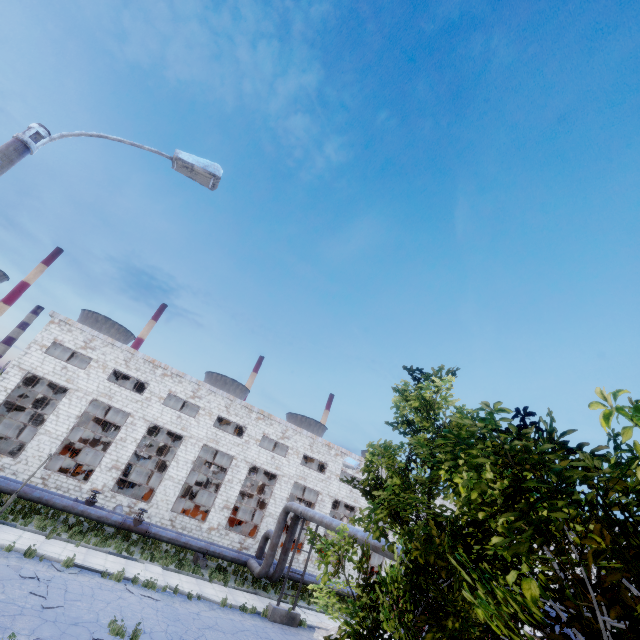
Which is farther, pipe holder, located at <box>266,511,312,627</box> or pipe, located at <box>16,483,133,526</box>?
pipe, located at <box>16,483,133,526</box>

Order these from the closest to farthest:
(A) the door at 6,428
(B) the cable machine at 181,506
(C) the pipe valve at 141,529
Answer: (C) the pipe valve at 141,529
(B) the cable machine at 181,506
(A) the door at 6,428

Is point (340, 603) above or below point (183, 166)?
below

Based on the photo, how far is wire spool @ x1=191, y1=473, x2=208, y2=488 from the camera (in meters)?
30.89

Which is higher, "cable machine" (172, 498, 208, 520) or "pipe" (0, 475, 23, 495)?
"cable machine" (172, 498, 208, 520)

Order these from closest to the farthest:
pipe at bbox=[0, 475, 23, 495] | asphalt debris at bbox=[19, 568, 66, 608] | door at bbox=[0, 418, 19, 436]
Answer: asphalt debris at bbox=[19, 568, 66, 608] → pipe at bbox=[0, 475, 23, 495] → door at bbox=[0, 418, 19, 436]

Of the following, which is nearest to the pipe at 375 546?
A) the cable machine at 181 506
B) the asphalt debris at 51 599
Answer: the cable machine at 181 506

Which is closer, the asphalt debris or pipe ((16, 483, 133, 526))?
the asphalt debris
